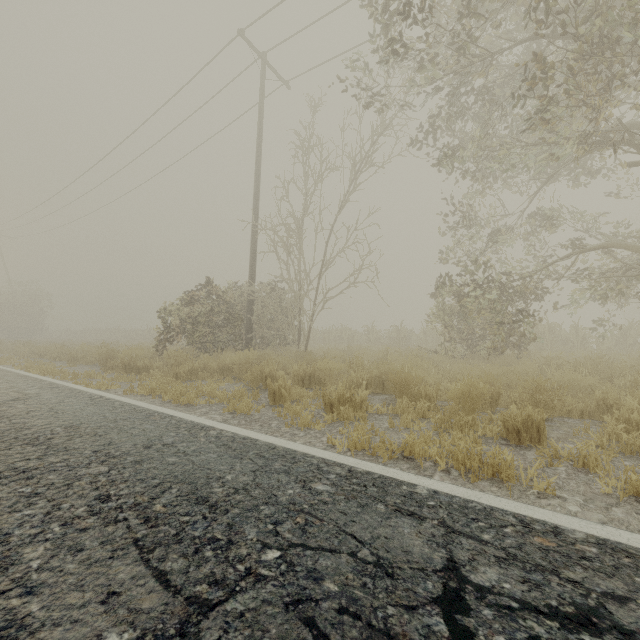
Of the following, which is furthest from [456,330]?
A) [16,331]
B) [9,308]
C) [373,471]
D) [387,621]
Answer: [16,331]
